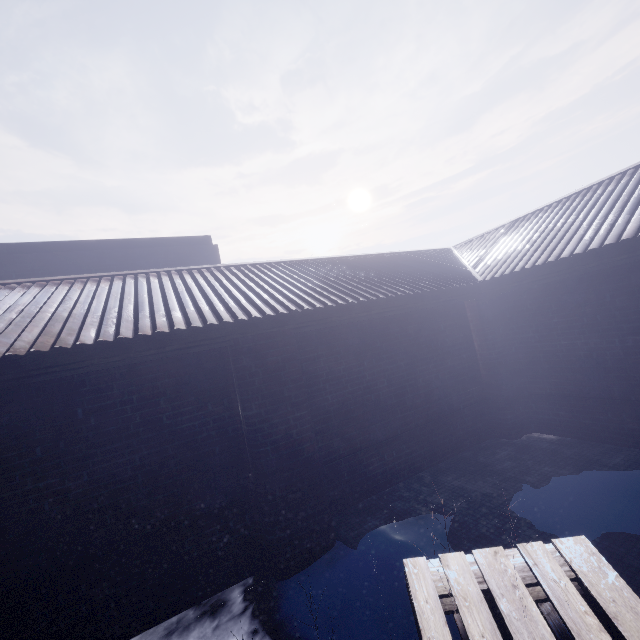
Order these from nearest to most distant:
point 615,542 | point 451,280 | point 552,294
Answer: point 615,542
point 552,294
point 451,280
